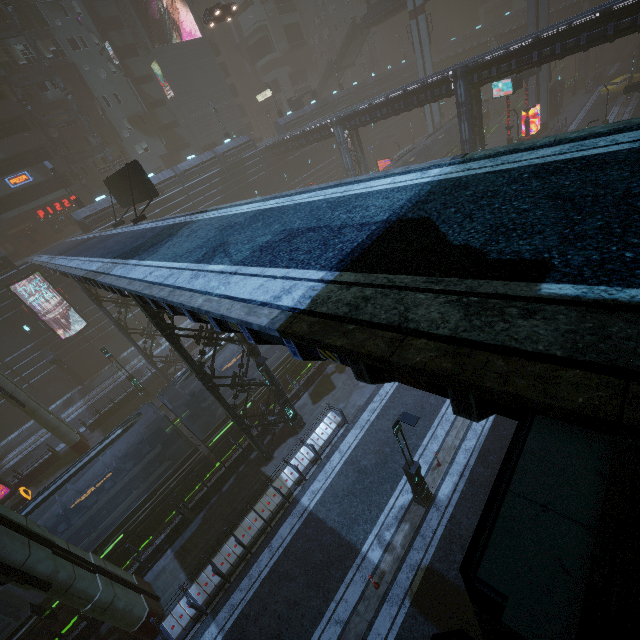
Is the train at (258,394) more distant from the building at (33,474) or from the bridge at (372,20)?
the bridge at (372,20)

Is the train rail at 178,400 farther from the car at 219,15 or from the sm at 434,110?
the car at 219,15

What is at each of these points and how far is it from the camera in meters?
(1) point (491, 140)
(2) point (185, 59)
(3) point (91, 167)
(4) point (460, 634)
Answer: (1) train rail, 52.8 m
(2) building, 45.7 m
(3) building, 41.2 m
(4) building, 1.3 m

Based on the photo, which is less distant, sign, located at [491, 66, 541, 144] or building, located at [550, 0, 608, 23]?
sign, located at [491, 66, 541, 144]

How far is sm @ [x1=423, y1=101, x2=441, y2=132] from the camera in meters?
49.2 m

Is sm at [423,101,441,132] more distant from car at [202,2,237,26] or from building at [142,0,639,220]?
car at [202,2,237,26]

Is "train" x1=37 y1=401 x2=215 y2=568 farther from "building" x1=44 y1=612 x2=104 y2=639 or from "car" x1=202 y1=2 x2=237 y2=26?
"car" x1=202 y1=2 x2=237 y2=26

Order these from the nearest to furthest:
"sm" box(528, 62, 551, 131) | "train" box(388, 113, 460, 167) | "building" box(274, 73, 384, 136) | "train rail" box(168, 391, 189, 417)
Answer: "train rail" box(168, 391, 189, 417), "sm" box(528, 62, 551, 131), "train" box(388, 113, 460, 167), "building" box(274, 73, 384, 136)
